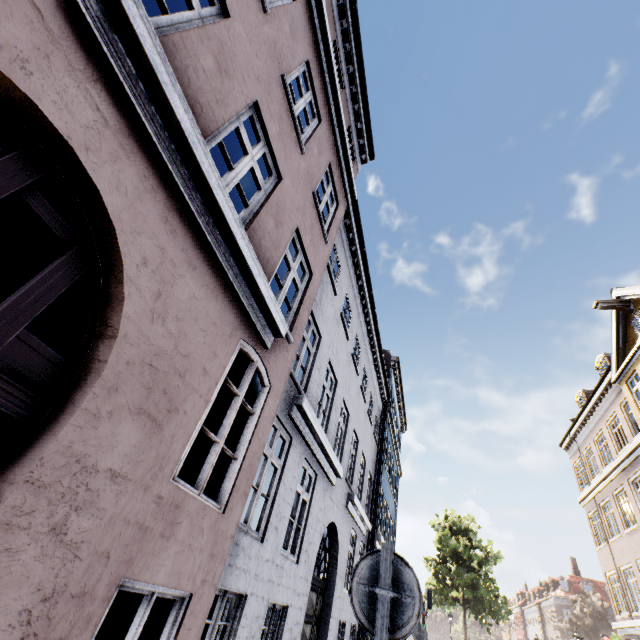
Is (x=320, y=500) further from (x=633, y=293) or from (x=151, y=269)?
(x=633, y=293)

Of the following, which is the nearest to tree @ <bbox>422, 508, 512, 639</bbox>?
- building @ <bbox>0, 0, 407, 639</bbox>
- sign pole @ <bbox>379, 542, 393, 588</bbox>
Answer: building @ <bbox>0, 0, 407, 639</bbox>

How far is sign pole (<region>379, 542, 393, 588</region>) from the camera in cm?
242

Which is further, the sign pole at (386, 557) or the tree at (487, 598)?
the tree at (487, 598)

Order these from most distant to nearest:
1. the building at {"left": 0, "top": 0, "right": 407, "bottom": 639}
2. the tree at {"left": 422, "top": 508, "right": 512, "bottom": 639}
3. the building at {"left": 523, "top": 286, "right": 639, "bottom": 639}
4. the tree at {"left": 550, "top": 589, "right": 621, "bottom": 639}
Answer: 1. the tree at {"left": 550, "top": 589, "right": 621, "bottom": 639}
2. the tree at {"left": 422, "top": 508, "right": 512, "bottom": 639}
3. the building at {"left": 523, "top": 286, "right": 639, "bottom": 639}
4. the building at {"left": 0, "top": 0, "right": 407, "bottom": 639}

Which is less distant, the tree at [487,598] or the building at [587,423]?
the building at [587,423]

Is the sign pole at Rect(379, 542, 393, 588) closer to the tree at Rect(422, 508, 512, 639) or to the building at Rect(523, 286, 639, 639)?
the building at Rect(523, 286, 639, 639)
